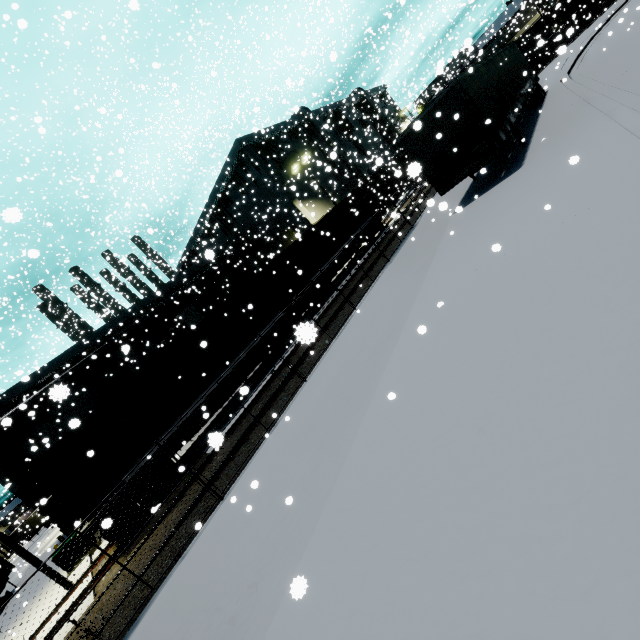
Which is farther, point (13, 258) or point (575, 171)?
point (13, 258)

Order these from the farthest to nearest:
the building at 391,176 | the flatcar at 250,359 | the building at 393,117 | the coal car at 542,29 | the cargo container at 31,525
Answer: the cargo container at 31,525 < the building at 393,117 < the coal car at 542,29 < the building at 391,176 < the flatcar at 250,359

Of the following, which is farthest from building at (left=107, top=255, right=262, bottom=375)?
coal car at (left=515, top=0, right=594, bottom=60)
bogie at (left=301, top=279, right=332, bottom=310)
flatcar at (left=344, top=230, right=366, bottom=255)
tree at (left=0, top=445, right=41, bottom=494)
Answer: bogie at (left=301, top=279, right=332, bottom=310)

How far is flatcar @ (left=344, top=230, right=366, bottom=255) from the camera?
22.89m

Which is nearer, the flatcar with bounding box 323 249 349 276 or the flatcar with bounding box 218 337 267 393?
the flatcar with bounding box 218 337 267 393

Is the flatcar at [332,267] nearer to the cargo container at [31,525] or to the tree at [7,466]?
the tree at [7,466]

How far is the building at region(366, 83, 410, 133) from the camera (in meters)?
39.23
